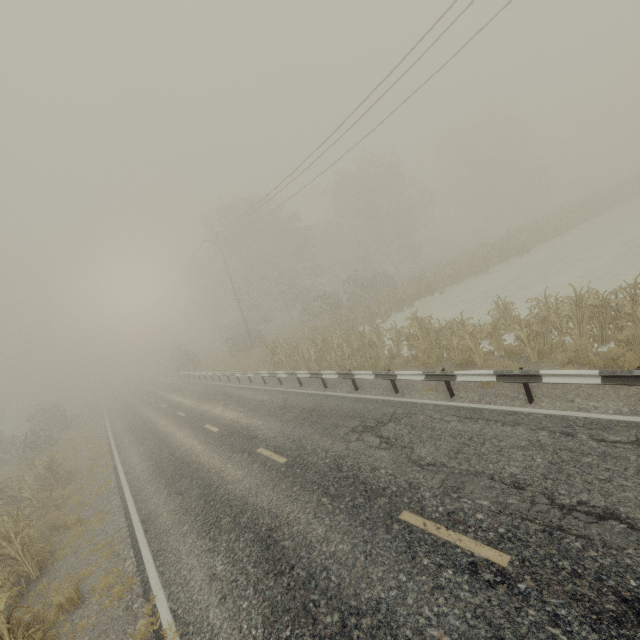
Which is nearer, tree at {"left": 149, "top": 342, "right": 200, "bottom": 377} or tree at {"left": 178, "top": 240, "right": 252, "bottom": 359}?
tree at {"left": 178, "top": 240, "right": 252, "bottom": 359}

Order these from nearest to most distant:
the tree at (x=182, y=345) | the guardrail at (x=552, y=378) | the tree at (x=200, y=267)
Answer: the guardrail at (x=552, y=378) → the tree at (x=200, y=267) → the tree at (x=182, y=345)

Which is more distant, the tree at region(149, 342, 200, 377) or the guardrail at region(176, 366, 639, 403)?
the tree at region(149, 342, 200, 377)

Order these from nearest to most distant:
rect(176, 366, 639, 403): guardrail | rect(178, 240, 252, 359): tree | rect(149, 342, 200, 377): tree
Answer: rect(176, 366, 639, 403): guardrail < rect(178, 240, 252, 359): tree < rect(149, 342, 200, 377): tree

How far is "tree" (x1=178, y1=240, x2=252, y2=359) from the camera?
33.6m

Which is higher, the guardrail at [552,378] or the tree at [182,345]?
the tree at [182,345]

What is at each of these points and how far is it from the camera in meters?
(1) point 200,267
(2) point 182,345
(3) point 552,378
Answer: (1) tree, 53.2 m
(2) tree, 51.7 m
(3) guardrail, 6.7 m
